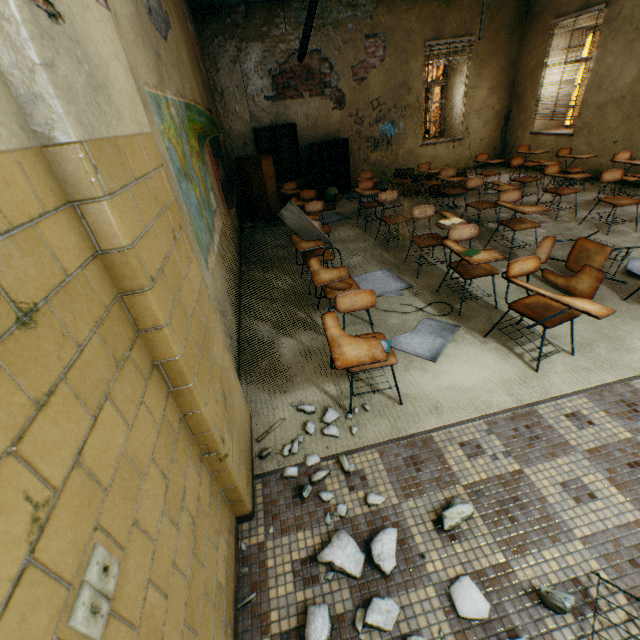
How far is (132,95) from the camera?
1.3m

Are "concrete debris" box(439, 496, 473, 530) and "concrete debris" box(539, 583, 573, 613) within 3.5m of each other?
yes

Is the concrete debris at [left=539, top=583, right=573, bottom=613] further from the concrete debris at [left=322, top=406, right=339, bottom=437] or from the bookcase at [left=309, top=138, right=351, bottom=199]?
the bookcase at [left=309, top=138, right=351, bottom=199]

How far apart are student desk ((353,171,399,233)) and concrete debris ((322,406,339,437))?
4.4m

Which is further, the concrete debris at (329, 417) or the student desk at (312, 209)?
the student desk at (312, 209)

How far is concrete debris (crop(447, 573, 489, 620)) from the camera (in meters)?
1.44

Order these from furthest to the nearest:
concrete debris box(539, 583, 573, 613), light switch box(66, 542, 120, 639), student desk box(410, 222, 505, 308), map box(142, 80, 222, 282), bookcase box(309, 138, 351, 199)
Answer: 1. bookcase box(309, 138, 351, 199)
2. student desk box(410, 222, 505, 308)
3. map box(142, 80, 222, 282)
4. concrete debris box(539, 583, 573, 613)
5. light switch box(66, 542, 120, 639)

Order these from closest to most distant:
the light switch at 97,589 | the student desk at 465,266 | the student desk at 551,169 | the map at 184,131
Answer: the light switch at 97,589
the map at 184,131
the student desk at 465,266
the student desk at 551,169
